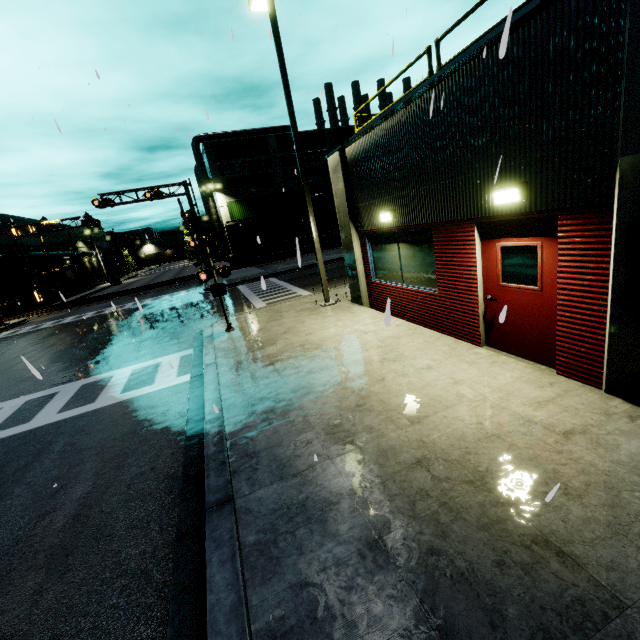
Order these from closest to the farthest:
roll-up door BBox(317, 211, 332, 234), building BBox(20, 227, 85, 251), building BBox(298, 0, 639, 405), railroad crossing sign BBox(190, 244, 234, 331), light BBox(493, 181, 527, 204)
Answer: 1. building BBox(298, 0, 639, 405)
2. light BBox(493, 181, 527, 204)
3. railroad crossing sign BBox(190, 244, 234, 331)
4. building BBox(20, 227, 85, 251)
5. roll-up door BBox(317, 211, 332, 234)

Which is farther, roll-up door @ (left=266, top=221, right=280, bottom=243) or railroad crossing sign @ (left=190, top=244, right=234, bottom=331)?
roll-up door @ (left=266, top=221, right=280, bottom=243)

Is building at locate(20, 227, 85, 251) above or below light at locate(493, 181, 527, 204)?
above

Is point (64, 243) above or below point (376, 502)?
above

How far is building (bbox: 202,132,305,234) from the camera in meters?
39.8 m

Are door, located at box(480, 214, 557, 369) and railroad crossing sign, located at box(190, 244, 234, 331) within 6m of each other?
no

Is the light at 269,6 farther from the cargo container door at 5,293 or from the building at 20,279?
the cargo container door at 5,293

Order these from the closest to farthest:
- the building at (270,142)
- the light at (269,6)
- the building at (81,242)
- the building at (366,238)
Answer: the building at (366,238) < the light at (269,6) < the building at (270,142) < the building at (81,242)
